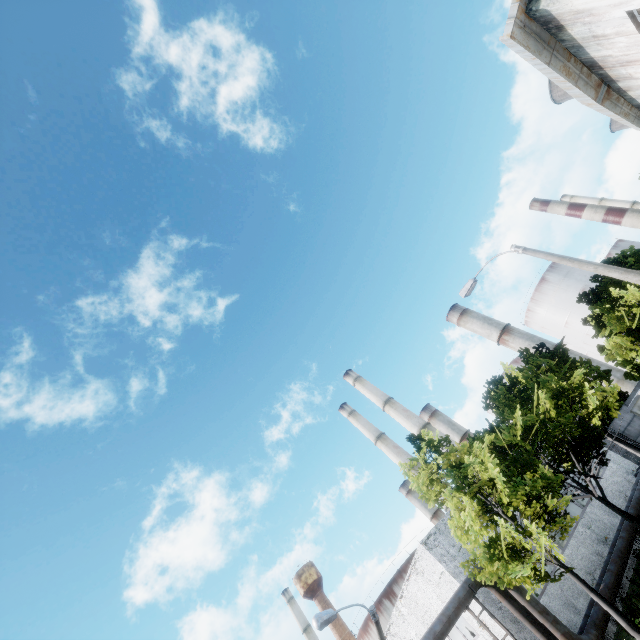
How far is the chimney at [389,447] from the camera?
46.1m

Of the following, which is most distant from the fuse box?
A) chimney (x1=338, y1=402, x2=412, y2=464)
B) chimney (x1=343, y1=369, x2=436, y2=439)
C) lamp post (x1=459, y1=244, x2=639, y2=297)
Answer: chimney (x1=338, y1=402, x2=412, y2=464)

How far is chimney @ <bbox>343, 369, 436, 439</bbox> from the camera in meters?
41.8

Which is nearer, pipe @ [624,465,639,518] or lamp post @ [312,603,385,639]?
lamp post @ [312,603,385,639]

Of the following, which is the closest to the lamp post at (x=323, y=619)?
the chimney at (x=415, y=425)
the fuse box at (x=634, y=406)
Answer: the fuse box at (x=634, y=406)

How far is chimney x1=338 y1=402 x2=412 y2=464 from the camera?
46.06m

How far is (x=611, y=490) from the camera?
22.0 meters

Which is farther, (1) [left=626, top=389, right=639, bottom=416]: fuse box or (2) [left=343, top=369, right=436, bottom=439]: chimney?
(2) [left=343, top=369, right=436, bottom=439]: chimney
